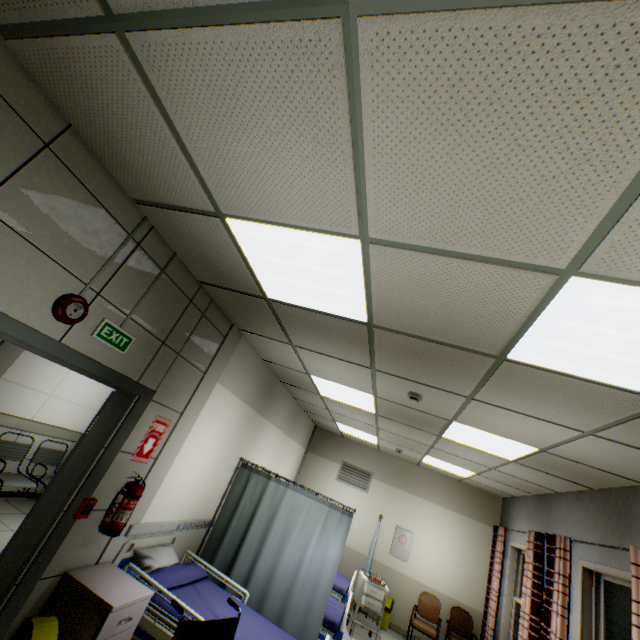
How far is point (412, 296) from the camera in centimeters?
212cm

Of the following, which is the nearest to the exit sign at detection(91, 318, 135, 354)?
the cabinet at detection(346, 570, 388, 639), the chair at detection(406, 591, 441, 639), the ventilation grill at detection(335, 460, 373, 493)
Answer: the cabinet at detection(346, 570, 388, 639)

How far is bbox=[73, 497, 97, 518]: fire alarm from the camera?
2.6 meters

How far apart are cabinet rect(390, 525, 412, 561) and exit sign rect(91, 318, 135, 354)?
7.5m

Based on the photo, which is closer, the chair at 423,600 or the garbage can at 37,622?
the garbage can at 37,622

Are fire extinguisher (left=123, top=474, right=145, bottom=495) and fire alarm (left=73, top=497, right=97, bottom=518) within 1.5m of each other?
yes

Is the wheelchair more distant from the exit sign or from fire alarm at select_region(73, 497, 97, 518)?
the exit sign

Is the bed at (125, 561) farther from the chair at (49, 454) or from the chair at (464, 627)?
the chair at (464, 627)
